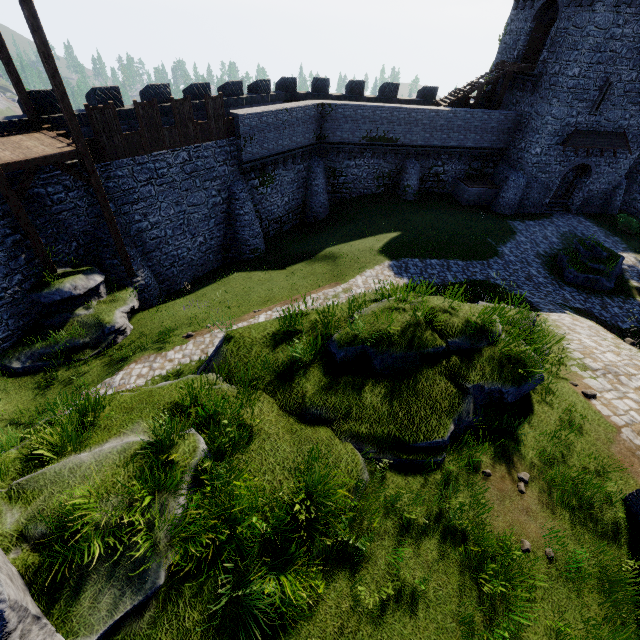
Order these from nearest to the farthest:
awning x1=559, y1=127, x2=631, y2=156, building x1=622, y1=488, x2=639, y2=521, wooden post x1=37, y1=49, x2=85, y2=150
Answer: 1. building x1=622, y1=488, x2=639, y2=521
2. wooden post x1=37, y1=49, x2=85, y2=150
3. awning x1=559, y1=127, x2=631, y2=156

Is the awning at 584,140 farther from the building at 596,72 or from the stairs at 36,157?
the stairs at 36,157

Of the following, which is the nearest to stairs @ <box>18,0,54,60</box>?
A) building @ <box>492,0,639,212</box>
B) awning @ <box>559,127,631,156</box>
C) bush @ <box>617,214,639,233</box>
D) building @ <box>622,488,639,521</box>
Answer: building @ <box>622,488,639,521</box>

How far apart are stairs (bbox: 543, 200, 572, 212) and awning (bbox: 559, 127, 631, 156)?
4.40m

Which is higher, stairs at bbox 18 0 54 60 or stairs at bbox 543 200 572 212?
stairs at bbox 18 0 54 60

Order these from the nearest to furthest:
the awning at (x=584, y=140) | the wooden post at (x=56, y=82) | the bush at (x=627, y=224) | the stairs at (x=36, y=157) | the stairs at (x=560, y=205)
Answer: the wooden post at (x=56, y=82)
the stairs at (x=36, y=157)
the awning at (x=584, y=140)
the bush at (x=627, y=224)
the stairs at (x=560, y=205)

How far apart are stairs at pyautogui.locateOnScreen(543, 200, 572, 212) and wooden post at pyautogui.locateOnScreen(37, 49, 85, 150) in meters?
33.2

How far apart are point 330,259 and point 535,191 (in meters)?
19.78
